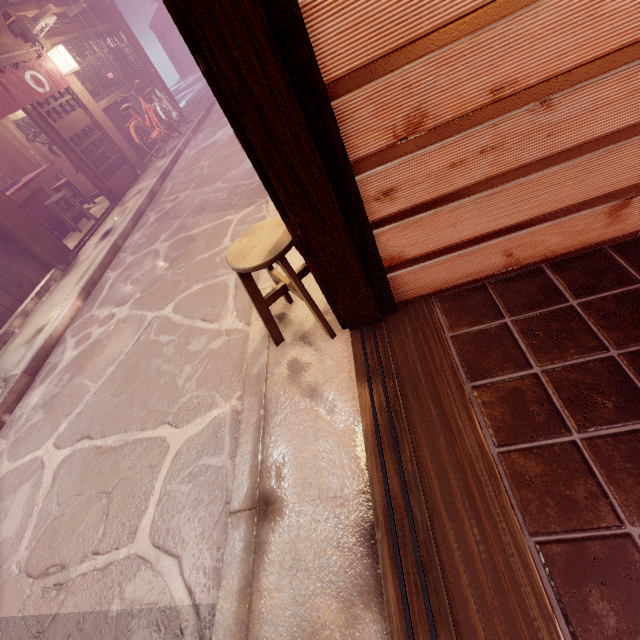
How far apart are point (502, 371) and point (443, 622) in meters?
2.0

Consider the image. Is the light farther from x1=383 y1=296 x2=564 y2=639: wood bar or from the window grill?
x1=383 y1=296 x2=564 y2=639: wood bar

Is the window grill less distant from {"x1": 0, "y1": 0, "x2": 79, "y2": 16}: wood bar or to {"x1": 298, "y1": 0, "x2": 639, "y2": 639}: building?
{"x1": 0, "y1": 0, "x2": 79, "y2": 16}: wood bar

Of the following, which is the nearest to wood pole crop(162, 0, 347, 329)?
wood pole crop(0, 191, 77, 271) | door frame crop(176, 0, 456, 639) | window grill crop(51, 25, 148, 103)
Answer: door frame crop(176, 0, 456, 639)

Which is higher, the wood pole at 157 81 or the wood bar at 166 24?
the wood bar at 166 24

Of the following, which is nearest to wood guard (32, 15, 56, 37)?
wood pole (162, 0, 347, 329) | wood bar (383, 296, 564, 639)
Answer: wood pole (162, 0, 347, 329)

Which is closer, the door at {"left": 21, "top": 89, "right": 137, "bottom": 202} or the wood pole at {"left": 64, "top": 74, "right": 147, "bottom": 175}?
the door at {"left": 21, "top": 89, "right": 137, "bottom": 202}

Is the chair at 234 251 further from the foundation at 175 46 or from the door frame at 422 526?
the foundation at 175 46
